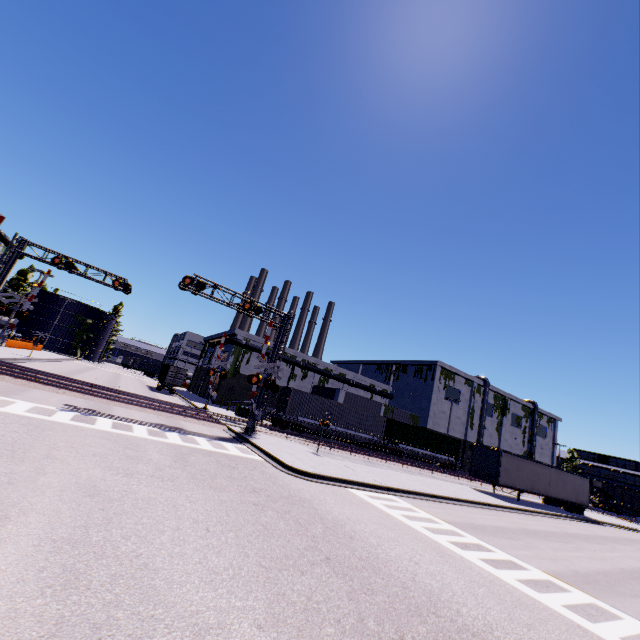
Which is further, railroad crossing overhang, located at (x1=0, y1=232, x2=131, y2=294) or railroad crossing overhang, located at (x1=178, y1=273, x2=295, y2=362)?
railroad crossing overhang, located at (x1=0, y1=232, x2=131, y2=294)

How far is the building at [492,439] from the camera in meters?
58.0 m

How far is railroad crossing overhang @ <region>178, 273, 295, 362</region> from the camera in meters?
20.8 m

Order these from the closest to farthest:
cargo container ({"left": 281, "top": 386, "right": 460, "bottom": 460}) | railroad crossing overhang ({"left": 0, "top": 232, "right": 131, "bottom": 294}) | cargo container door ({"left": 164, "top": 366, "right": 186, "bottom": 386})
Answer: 1. railroad crossing overhang ({"left": 0, "top": 232, "right": 131, "bottom": 294})
2. cargo container ({"left": 281, "top": 386, "right": 460, "bottom": 460})
3. cargo container door ({"left": 164, "top": 366, "right": 186, "bottom": 386})

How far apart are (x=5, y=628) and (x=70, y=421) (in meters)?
10.93

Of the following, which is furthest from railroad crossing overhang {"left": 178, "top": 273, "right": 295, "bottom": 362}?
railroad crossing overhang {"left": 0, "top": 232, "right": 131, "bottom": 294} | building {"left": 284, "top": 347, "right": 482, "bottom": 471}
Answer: railroad crossing overhang {"left": 0, "top": 232, "right": 131, "bottom": 294}

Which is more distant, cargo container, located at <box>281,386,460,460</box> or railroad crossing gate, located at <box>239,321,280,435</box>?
cargo container, located at <box>281,386,460,460</box>

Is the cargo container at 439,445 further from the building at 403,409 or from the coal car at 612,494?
the coal car at 612,494
